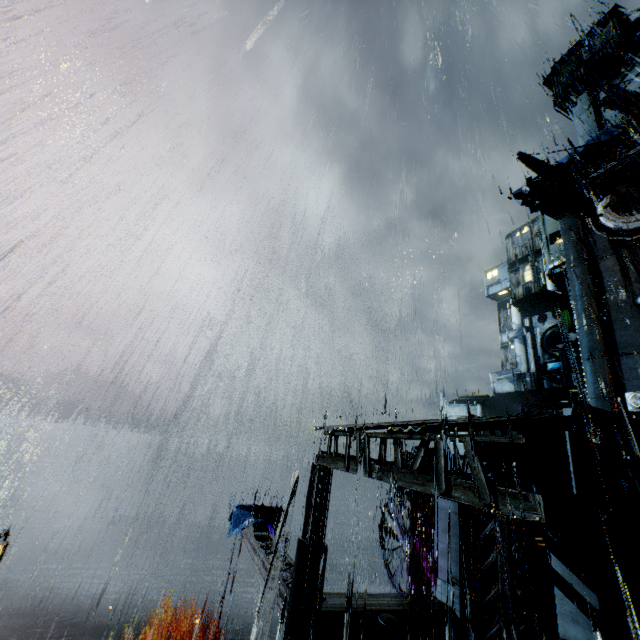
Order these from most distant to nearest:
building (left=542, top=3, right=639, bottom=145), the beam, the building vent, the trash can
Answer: building (left=542, top=3, right=639, bottom=145) < the building vent < the beam < the trash can

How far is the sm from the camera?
8.0m

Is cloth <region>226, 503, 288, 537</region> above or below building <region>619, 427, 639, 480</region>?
below

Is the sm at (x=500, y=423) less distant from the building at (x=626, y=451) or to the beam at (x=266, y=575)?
the building at (x=626, y=451)

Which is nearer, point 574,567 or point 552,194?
point 574,567

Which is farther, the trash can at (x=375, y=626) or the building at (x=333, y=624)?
the trash can at (x=375, y=626)

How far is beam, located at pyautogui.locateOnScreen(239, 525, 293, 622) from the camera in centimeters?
1216cm

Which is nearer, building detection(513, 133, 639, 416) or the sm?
the sm
